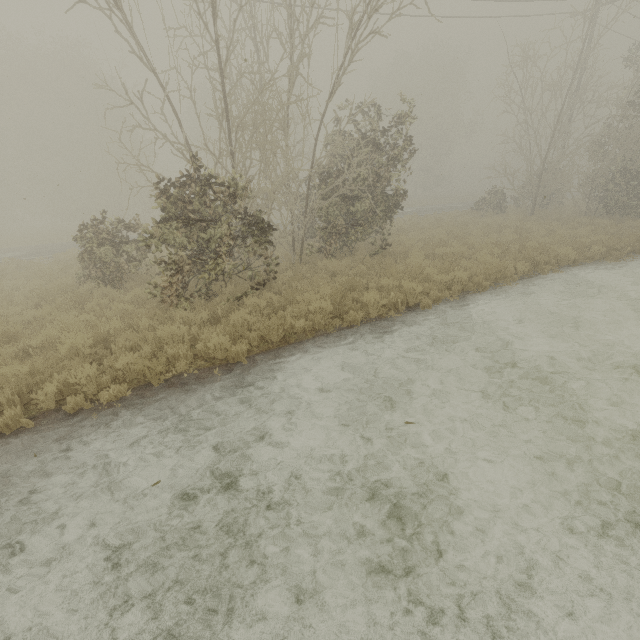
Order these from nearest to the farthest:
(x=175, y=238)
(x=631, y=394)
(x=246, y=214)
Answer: (x=631, y=394) < (x=175, y=238) < (x=246, y=214)

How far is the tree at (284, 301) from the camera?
8.3 meters

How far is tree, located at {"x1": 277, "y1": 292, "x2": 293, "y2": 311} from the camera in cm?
830
